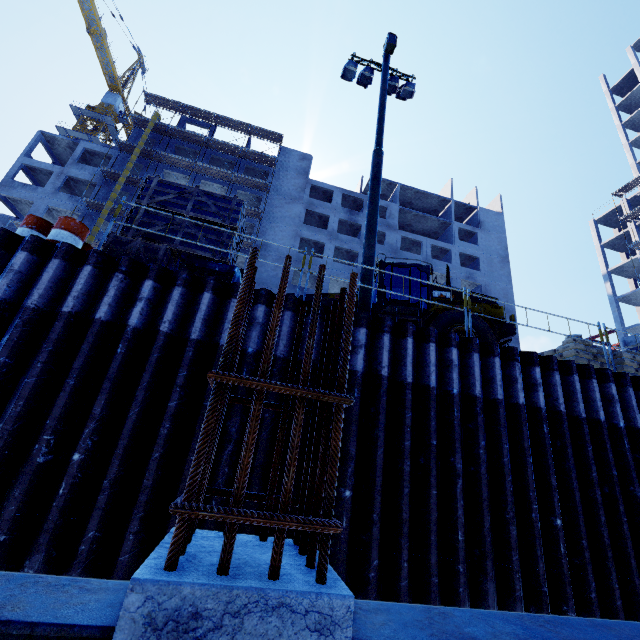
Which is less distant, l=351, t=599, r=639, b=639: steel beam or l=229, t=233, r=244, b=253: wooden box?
l=351, t=599, r=639, b=639: steel beam

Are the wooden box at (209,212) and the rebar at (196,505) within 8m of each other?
yes

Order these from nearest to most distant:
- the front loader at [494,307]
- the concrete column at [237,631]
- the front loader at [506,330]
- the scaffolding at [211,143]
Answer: the concrete column at [237,631], the front loader at [506,330], the front loader at [494,307], the scaffolding at [211,143]

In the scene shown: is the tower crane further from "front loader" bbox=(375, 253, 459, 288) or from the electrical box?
the electrical box

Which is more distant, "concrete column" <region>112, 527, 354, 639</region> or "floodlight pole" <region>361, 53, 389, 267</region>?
"floodlight pole" <region>361, 53, 389, 267</region>

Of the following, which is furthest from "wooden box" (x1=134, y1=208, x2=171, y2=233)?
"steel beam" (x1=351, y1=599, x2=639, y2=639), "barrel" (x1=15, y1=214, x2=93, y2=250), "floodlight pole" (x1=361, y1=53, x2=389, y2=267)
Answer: "steel beam" (x1=351, y1=599, x2=639, y2=639)

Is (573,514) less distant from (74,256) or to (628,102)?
(74,256)

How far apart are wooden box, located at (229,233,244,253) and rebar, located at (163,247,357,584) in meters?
5.4
